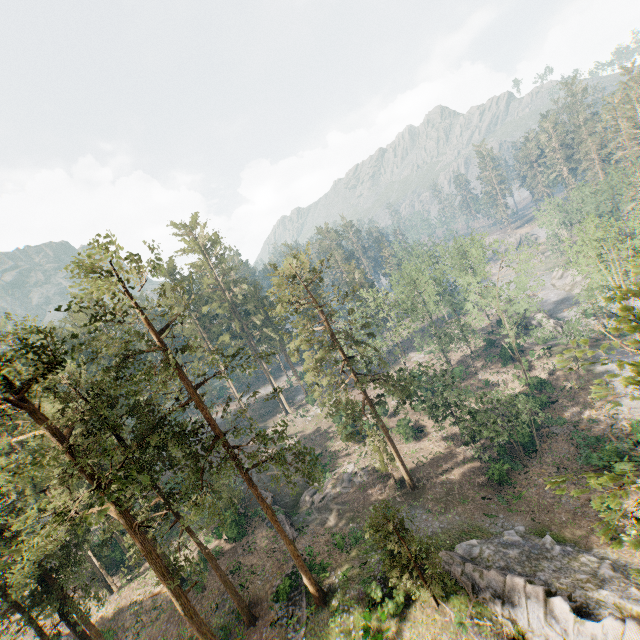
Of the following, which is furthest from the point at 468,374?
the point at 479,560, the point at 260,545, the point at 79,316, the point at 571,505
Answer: the point at 79,316

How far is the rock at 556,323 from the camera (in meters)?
51.94

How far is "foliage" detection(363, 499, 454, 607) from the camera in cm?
1899

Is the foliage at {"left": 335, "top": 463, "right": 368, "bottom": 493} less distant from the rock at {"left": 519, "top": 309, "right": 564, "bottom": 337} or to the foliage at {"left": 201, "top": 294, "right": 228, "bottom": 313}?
the foliage at {"left": 201, "top": 294, "right": 228, "bottom": 313}

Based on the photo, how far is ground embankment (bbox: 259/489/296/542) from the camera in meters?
33.3

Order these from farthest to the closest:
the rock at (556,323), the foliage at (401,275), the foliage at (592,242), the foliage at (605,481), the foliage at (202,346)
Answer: the rock at (556,323), the foliage at (401,275), the foliage at (202,346), the foliage at (592,242), the foliage at (605,481)

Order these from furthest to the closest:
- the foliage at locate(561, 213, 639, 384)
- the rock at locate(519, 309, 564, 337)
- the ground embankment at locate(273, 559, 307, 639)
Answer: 1. the rock at locate(519, 309, 564, 337)
2. the ground embankment at locate(273, 559, 307, 639)
3. the foliage at locate(561, 213, 639, 384)
